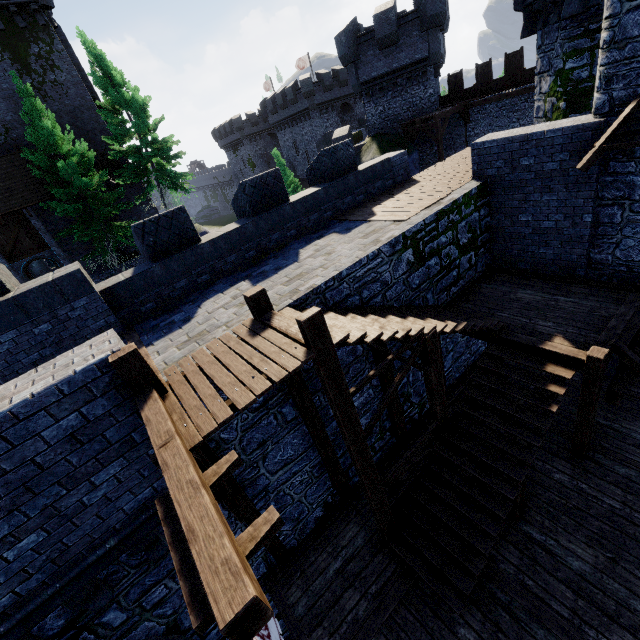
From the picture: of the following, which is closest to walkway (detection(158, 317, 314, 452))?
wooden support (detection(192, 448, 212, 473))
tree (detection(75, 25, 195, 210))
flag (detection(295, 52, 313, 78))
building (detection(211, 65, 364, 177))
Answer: wooden support (detection(192, 448, 212, 473))

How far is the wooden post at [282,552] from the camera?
7.5 meters

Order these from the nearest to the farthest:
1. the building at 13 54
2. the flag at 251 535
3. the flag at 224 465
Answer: the flag at 251 535 → the flag at 224 465 → the building at 13 54

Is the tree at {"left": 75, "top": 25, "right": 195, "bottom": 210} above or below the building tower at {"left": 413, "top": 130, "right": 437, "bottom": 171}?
above

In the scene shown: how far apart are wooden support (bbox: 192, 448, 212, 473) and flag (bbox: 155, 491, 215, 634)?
0.4 meters

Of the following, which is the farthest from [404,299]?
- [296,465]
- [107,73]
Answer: [107,73]

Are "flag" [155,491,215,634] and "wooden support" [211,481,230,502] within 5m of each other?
yes

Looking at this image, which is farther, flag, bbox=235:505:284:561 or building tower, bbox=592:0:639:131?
building tower, bbox=592:0:639:131
